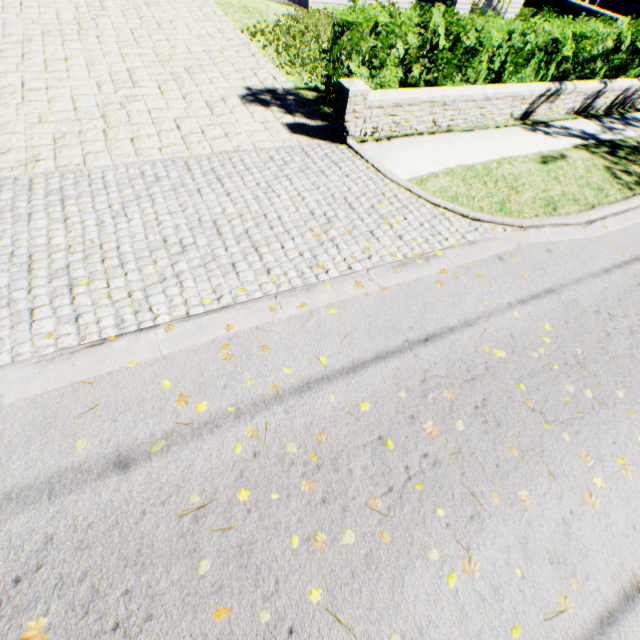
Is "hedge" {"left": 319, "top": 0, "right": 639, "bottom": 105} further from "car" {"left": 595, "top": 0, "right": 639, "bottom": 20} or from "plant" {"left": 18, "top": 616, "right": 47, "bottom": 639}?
"car" {"left": 595, "top": 0, "right": 639, "bottom": 20}

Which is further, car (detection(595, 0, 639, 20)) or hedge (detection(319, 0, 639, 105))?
car (detection(595, 0, 639, 20))

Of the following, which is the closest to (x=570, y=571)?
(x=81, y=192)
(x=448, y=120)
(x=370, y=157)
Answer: (x=370, y=157)

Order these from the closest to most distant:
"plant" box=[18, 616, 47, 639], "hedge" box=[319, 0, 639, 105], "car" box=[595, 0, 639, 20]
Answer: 1. "plant" box=[18, 616, 47, 639]
2. "hedge" box=[319, 0, 639, 105]
3. "car" box=[595, 0, 639, 20]

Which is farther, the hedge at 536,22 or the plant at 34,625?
the hedge at 536,22

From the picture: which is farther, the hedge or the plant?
the hedge

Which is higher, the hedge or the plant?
the hedge

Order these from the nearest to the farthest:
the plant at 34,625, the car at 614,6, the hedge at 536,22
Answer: the plant at 34,625 → the hedge at 536,22 → the car at 614,6
